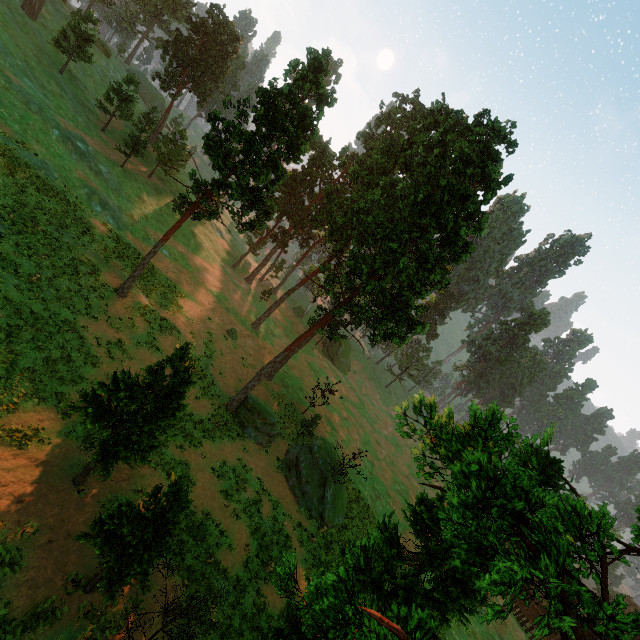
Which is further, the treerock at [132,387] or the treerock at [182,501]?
the treerock at [132,387]

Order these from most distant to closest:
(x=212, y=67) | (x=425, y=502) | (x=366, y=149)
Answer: (x=212, y=67) < (x=366, y=149) < (x=425, y=502)

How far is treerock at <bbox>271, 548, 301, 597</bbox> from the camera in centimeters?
710cm

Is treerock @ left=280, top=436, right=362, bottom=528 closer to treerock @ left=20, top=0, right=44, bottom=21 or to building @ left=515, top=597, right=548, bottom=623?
building @ left=515, top=597, right=548, bottom=623

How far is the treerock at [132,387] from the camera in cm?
1341

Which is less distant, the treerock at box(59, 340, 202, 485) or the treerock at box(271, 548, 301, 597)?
the treerock at box(271, 548, 301, 597)
